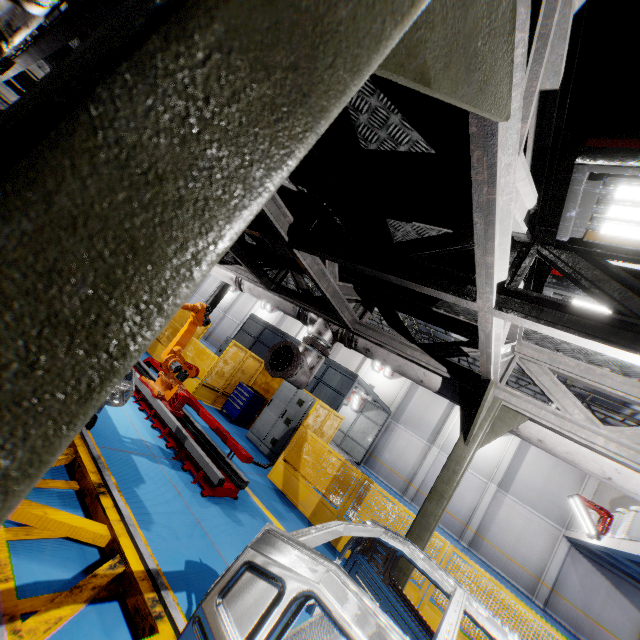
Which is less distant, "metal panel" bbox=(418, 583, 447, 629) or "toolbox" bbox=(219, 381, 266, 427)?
"metal panel" bbox=(418, 583, 447, 629)

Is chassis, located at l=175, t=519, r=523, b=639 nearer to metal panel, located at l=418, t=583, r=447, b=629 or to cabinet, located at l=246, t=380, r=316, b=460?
metal panel, located at l=418, t=583, r=447, b=629

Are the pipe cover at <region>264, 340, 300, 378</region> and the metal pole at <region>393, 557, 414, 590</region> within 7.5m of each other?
yes

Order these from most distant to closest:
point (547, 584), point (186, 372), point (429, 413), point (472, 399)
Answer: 1. point (429, 413)
2. point (547, 584)
3. point (186, 372)
4. point (472, 399)

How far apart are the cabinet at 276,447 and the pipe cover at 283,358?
5.0m

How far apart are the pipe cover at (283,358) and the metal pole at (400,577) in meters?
2.2 m

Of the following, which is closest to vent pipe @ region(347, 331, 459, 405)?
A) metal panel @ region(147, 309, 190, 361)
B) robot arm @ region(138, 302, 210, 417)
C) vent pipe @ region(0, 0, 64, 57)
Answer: robot arm @ region(138, 302, 210, 417)

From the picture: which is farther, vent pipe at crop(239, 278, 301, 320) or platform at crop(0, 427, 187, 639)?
vent pipe at crop(239, 278, 301, 320)
